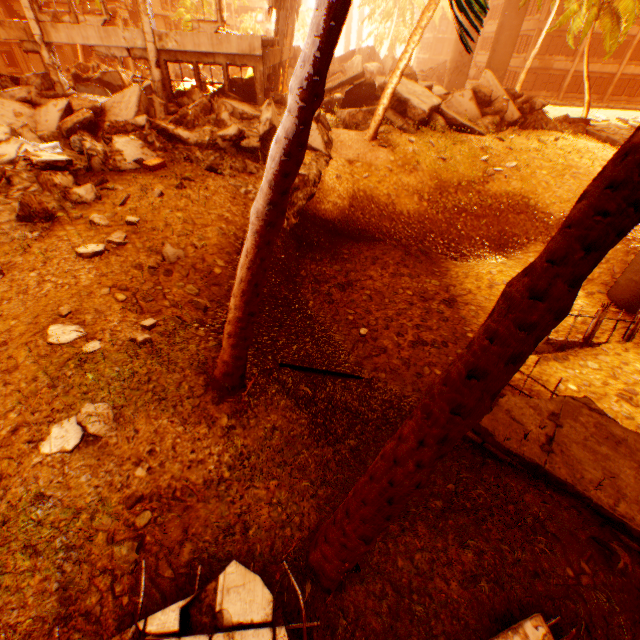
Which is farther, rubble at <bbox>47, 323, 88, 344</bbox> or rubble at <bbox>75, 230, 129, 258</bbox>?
rubble at <bbox>75, 230, 129, 258</bbox>

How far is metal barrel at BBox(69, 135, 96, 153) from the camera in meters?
10.8 m

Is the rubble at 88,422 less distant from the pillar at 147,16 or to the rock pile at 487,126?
the rock pile at 487,126

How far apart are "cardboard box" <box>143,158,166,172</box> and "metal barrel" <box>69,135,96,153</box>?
1.9 meters

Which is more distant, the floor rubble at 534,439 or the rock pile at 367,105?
the rock pile at 367,105

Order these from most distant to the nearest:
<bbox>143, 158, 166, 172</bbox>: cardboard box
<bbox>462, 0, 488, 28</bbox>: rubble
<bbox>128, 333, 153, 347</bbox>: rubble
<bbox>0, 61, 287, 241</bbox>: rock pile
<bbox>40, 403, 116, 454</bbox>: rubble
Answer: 1. <bbox>143, 158, 166, 172</bbox>: cardboard box
2. <bbox>0, 61, 287, 241</bbox>: rock pile
3. <bbox>128, 333, 153, 347</bbox>: rubble
4. <bbox>40, 403, 116, 454</bbox>: rubble
5. <bbox>462, 0, 488, 28</bbox>: rubble

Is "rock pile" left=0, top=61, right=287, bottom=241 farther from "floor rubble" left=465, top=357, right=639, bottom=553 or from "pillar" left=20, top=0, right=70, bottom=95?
"floor rubble" left=465, top=357, right=639, bottom=553

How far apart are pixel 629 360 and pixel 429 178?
9.4 meters
